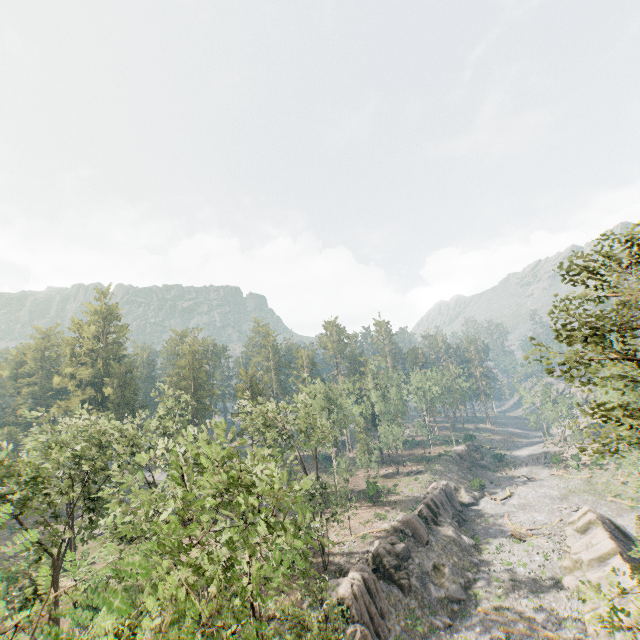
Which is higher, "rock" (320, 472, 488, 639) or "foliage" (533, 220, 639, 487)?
"foliage" (533, 220, 639, 487)

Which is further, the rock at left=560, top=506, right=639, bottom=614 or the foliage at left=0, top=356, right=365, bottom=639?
the rock at left=560, top=506, right=639, bottom=614

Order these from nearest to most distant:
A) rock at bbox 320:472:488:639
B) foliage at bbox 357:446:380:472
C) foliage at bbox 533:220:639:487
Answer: foliage at bbox 533:220:639:487 → rock at bbox 320:472:488:639 → foliage at bbox 357:446:380:472

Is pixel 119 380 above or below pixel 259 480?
above

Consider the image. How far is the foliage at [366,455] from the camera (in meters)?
48.05

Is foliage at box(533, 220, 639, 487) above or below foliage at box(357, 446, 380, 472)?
above

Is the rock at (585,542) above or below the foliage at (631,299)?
below
